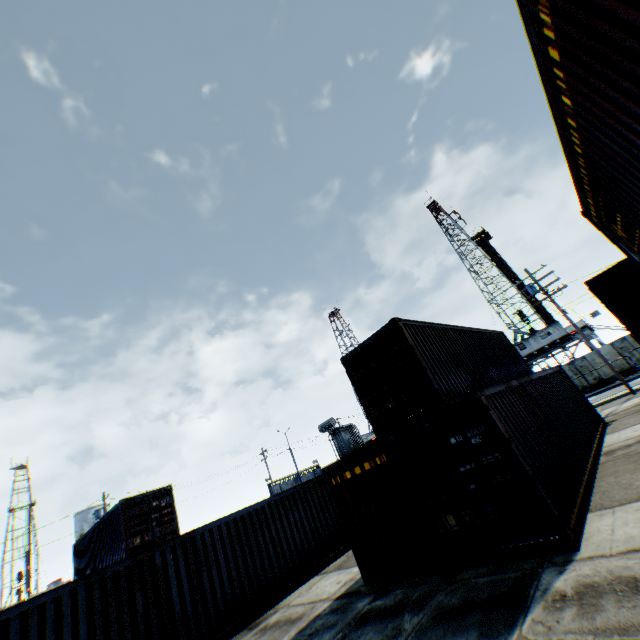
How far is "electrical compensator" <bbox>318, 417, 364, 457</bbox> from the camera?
28.8m

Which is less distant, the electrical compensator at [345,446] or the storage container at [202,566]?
the storage container at [202,566]

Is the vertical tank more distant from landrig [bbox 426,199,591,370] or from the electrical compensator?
landrig [bbox 426,199,591,370]

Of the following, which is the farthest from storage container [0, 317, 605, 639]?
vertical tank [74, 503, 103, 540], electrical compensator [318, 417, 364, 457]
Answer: vertical tank [74, 503, 103, 540]

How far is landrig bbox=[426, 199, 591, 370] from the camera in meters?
38.4 m

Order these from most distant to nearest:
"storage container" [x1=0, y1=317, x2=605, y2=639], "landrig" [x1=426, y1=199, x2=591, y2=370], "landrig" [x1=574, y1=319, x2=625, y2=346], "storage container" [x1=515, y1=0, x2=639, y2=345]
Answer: "landrig" [x1=426, y1=199, x2=591, y2=370]
"landrig" [x1=574, y1=319, x2=625, y2=346]
"storage container" [x1=0, y1=317, x2=605, y2=639]
"storage container" [x1=515, y1=0, x2=639, y2=345]

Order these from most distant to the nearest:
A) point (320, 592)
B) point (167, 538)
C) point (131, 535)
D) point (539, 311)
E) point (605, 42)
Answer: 1. point (539, 311)
2. point (167, 538)
3. point (131, 535)
4. point (320, 592)
5. point (605, 42)

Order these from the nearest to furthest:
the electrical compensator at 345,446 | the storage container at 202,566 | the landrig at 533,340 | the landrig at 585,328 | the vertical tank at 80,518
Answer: the storage container at 202,566
the electrical compensator at 345,446
the landrig at 585,328
the landrig at 533,340
the vertical tank at 80,518
